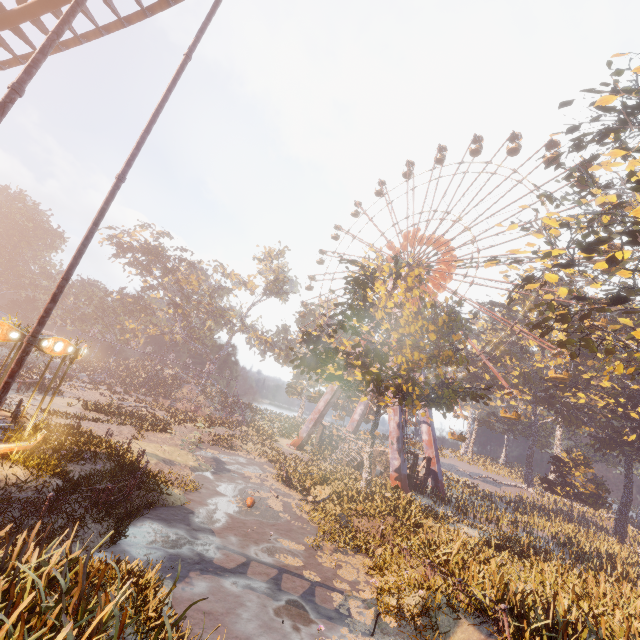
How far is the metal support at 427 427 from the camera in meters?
35.5

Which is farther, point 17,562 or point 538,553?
point 538,553

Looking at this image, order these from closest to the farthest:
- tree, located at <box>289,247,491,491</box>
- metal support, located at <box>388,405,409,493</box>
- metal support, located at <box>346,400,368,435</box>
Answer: tree, located at <box>289,247,491,491</box>, metal support, located at <box>388,405,409,493</box>, metal support, located at <box>346,400,368,435</box>

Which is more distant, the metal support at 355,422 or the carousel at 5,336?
the metal support at 355,422

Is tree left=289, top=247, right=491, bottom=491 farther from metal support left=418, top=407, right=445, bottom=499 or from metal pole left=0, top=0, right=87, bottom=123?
metal pole left=0, top=0, right=87, bottom=123

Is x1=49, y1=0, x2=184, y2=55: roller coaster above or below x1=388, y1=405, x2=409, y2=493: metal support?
above

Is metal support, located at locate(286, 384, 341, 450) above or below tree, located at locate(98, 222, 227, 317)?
below

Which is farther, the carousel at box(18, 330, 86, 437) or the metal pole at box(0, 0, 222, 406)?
the carousel at box(18, 330, 86, 437)
